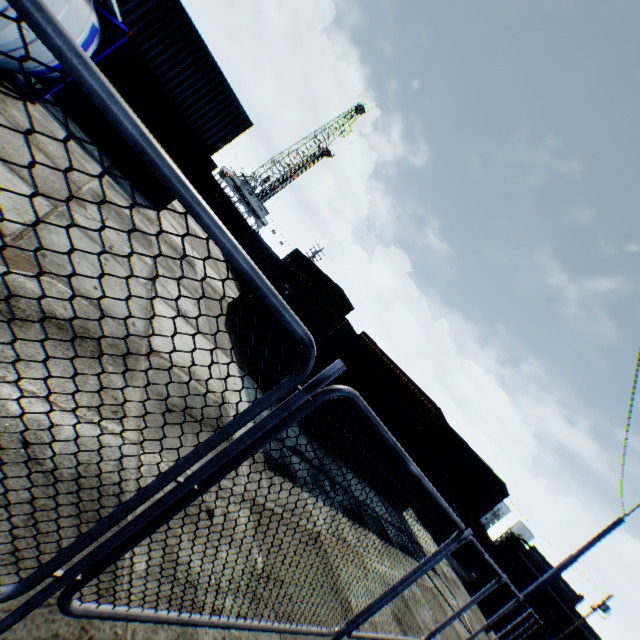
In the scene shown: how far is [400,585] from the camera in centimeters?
391cm

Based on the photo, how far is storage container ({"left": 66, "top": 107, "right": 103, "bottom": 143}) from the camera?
10.82m

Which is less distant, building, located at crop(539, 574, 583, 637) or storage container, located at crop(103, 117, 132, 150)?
storage container, located at crop(103, 117, 132, 150)

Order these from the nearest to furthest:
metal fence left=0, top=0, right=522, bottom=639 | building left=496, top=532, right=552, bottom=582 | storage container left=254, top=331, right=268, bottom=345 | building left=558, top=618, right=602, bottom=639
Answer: metal fence left=0, top=0, right=522, bottom=639 → storage container left=254, top=331, right=268, bottom=345 → building left=558, top=618, right=602, bottom=639 → building left=496, top=532, right=552, bottom=582

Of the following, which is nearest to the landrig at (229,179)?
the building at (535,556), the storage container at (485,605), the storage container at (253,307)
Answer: the storage container at (253,307)

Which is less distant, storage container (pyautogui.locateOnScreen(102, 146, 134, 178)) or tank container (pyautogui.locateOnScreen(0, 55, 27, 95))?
tank container (pyautogui.locateOnScreen(0, 55, 27, 95))

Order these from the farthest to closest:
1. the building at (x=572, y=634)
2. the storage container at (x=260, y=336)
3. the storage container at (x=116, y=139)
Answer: the building at (x=572, y=634) < the storage container at (x=116, y=139) < the storage container at (x=260, y=336)

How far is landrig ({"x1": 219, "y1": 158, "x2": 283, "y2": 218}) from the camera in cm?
5560
